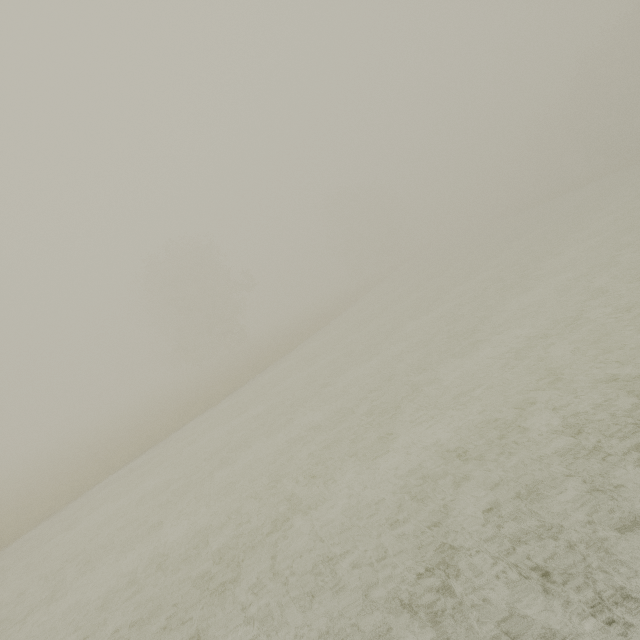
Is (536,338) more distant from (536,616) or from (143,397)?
(143,397)
